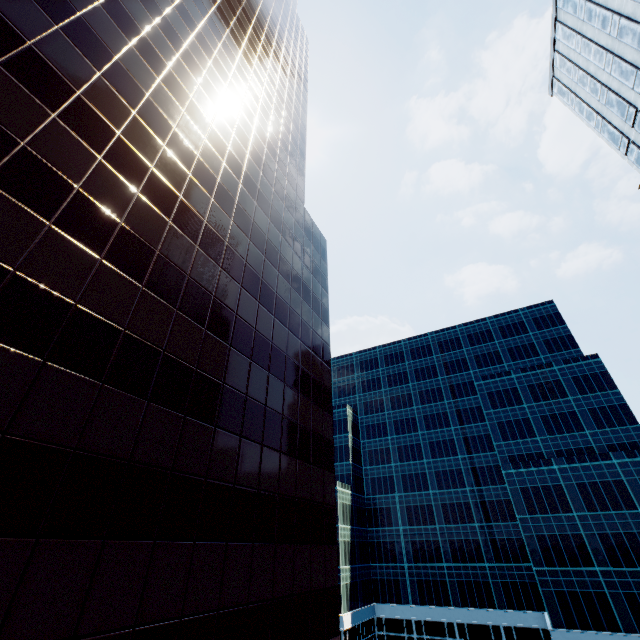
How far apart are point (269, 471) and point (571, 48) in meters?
51.7

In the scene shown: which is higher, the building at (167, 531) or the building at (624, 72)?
the building at (624, 72)

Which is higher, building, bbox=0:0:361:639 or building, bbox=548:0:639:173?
building, bbox=548:0:639:173

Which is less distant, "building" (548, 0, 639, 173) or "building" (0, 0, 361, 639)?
"building" (0, 0, 361, 639)

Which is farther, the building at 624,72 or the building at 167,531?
the building at 624,72
